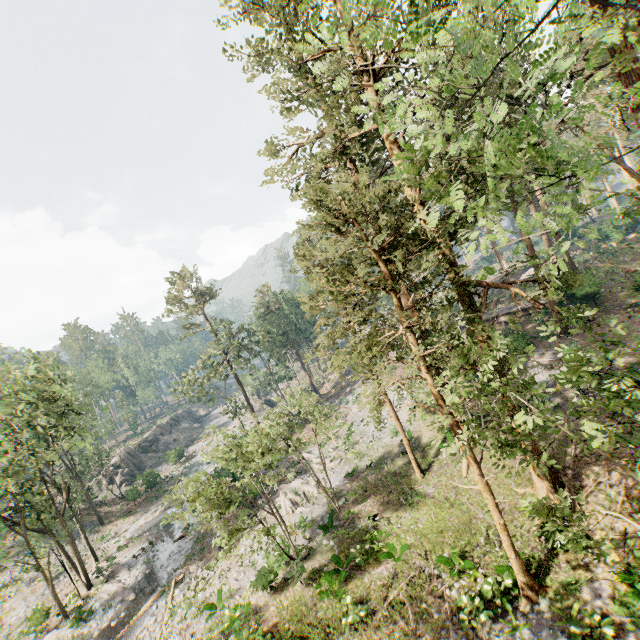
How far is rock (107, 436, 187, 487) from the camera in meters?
47.2 m

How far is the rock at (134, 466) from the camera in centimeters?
4725cm

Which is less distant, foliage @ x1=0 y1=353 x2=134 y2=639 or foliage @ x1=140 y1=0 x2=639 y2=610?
foliage @ x1=140 y1=0 x2=639 y2=610

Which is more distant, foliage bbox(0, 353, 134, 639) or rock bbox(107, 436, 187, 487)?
rock bbox(107, 436, 187, 487)

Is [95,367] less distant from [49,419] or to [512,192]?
[49,419]

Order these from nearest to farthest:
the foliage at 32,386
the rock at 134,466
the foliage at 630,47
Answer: the foliage at 630,47
the foliage at 32,386
the rock at 134,466

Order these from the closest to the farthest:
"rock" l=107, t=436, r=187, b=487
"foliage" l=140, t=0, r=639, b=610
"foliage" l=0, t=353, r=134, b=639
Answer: "foliage" l=140, t=0, r=639, b=610, "foliage" l=0, t=353, r=134, b=639, "rock" l=107, t=436, r=187, b=487
